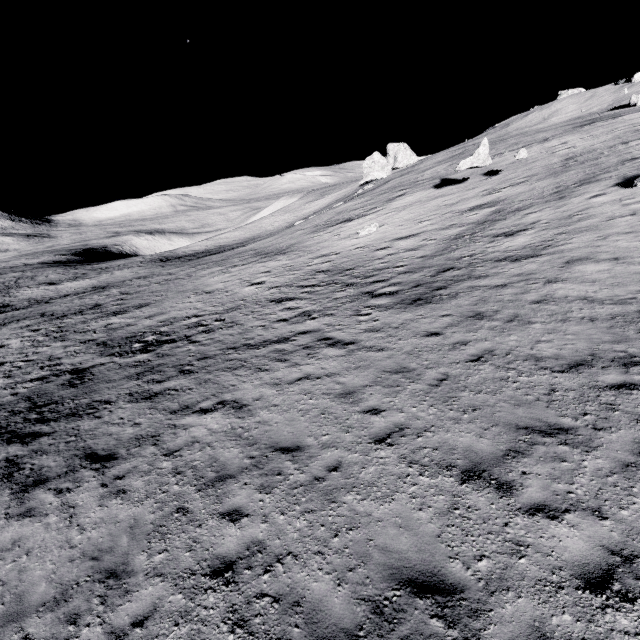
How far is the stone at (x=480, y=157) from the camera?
25.2m

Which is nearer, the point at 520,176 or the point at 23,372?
the point at 23,372

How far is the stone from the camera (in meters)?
25.16
